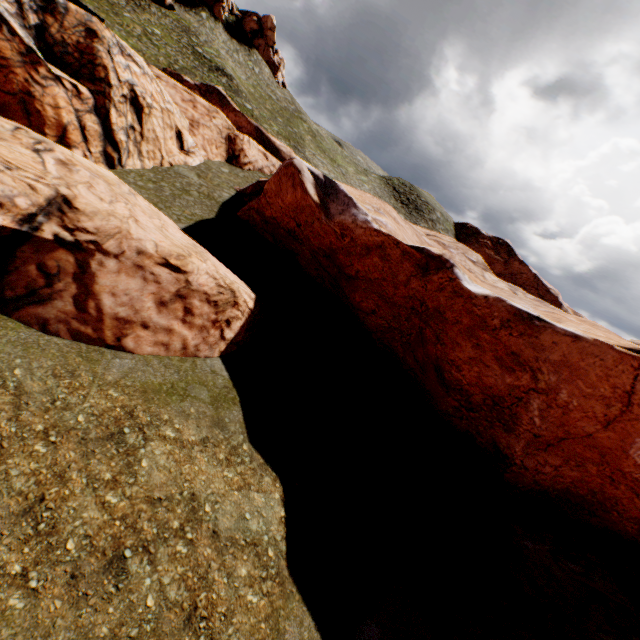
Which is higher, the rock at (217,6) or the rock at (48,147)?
the rock at (217,6)

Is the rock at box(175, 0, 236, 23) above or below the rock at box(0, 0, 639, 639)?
above

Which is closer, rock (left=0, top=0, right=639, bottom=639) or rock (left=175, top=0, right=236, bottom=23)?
rock (left=0, top=0, right=639, bottom=639)

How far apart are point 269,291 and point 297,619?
13.6m

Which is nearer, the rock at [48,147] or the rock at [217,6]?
the rock at [48,147]
